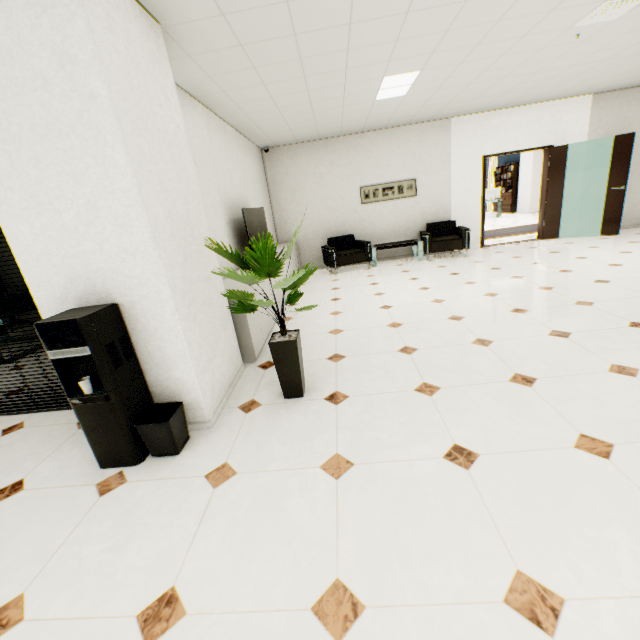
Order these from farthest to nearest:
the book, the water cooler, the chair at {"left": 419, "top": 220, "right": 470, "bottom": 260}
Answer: the book, the chair at {"left": 419, "top": 220, "right": 470, "bottom": 260}, the water cooler

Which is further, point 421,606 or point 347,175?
point 347,175

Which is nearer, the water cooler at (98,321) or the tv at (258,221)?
the water cooler at (98,321)

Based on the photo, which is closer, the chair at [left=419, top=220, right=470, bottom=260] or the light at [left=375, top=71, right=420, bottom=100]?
the light at [left=375, top=71, right=420, bottom=100]

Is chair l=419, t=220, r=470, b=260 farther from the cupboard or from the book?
the book

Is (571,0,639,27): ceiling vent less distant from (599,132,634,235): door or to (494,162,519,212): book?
(599,132,634,235): door

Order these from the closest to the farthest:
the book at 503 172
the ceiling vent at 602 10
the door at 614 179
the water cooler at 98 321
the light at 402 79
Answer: the water cooler at 98 321 < the ceiling vent at 602 10 < the light at 402 79 < the door at 614 179 < the book at 503 172

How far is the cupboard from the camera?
3.4 meters
